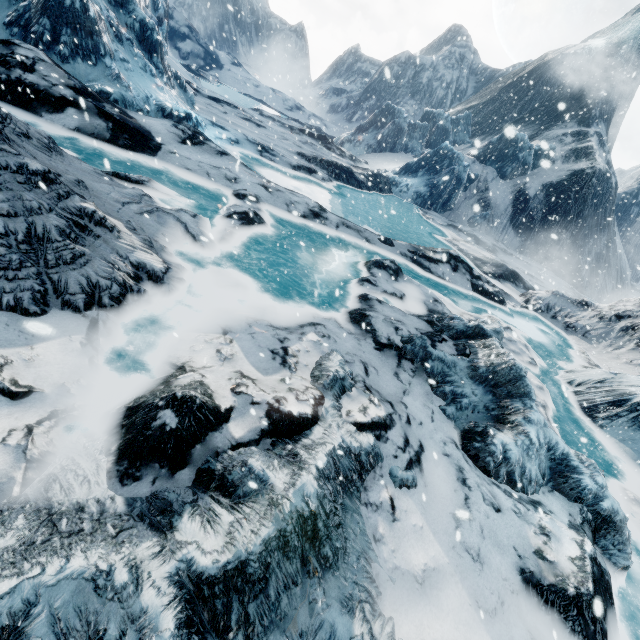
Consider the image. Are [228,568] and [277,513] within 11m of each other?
yes
